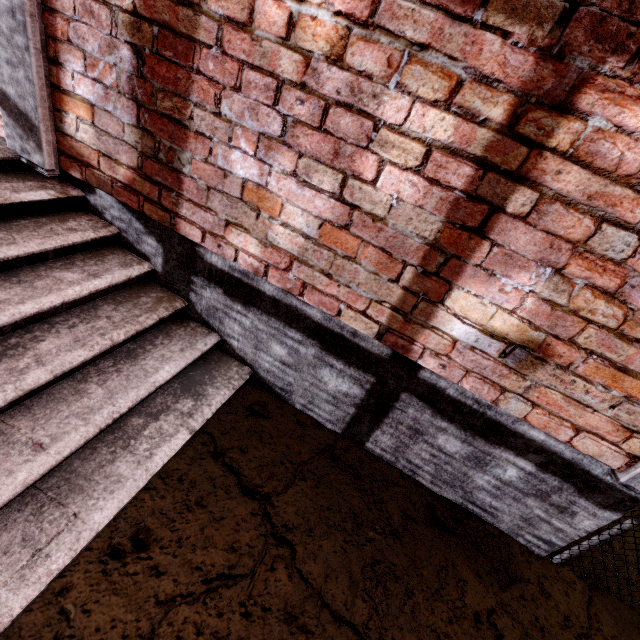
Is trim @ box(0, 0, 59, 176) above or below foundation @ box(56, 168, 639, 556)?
above

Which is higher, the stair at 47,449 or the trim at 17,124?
the trim at 17,124

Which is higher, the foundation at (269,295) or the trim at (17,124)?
the trim at (17,124)

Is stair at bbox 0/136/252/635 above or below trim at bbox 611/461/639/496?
below

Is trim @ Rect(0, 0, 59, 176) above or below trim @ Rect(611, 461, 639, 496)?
above

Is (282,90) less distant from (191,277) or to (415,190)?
(415,190)
